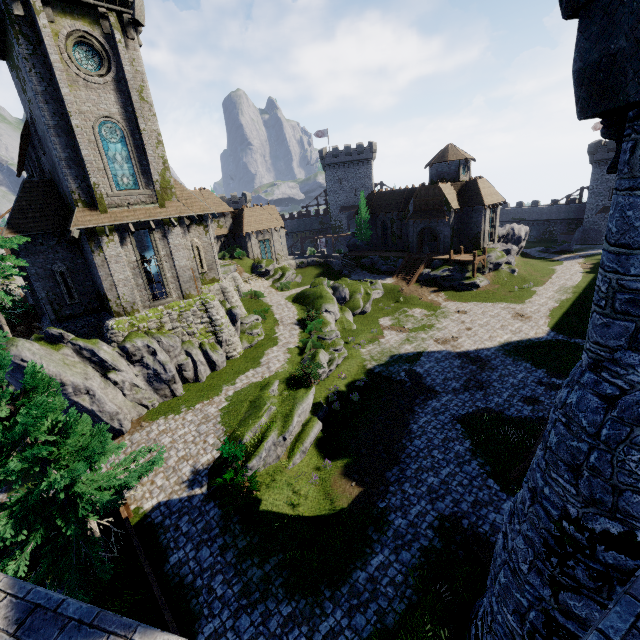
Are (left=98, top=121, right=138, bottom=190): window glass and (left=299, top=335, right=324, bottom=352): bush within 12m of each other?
no

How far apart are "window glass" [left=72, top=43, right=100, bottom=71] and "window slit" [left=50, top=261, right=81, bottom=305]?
10.9m

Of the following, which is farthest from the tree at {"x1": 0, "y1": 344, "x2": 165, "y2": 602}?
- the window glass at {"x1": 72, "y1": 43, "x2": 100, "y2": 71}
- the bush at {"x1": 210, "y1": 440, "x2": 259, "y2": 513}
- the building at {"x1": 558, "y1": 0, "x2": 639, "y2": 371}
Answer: the window glass at {"x1": 72, "y1": 43, "x2": 100, "y2": 71}

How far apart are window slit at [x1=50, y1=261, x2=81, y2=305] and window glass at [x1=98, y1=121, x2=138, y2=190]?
5.9m

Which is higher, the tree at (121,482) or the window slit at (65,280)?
the window slit at (65,280)

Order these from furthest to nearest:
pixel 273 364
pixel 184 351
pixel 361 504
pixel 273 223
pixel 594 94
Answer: pixel 273 223 → pixel 273 364 → pixel 184 351 → pixel 361 504 → pixel 594 94

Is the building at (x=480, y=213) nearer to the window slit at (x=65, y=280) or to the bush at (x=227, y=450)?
the bush at (x=227, y=450)

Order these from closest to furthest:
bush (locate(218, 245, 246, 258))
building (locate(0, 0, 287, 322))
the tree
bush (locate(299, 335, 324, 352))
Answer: the tree → building (locate(0, 0, 287, 322)) → bush (locate(299, 335, 324, 352)) → bush (locate(218, 245, 246, 258))
